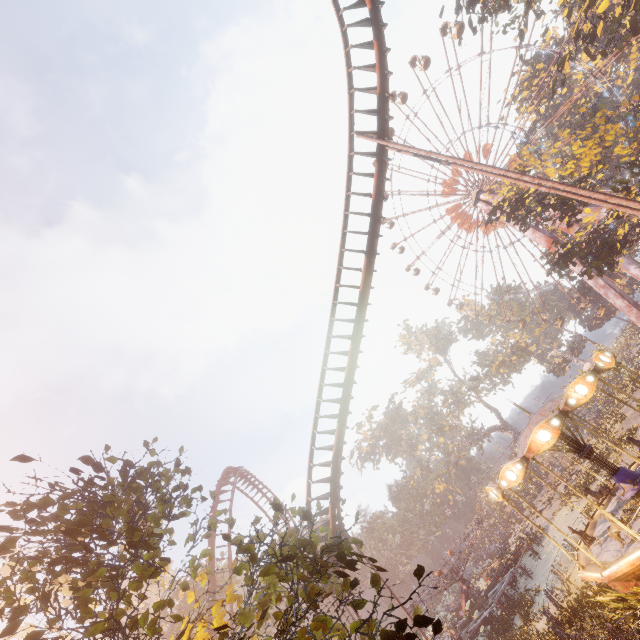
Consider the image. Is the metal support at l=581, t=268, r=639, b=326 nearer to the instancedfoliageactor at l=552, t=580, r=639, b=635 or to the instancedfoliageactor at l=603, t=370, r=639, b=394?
the instancedfoliageactor at l=603, t=370, r=639, b=394

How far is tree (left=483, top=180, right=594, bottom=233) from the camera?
23.7m

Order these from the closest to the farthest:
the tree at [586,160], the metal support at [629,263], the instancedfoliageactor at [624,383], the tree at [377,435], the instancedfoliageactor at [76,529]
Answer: the instancedfoliageactor at [76,529] < the tree at [586,160] < the instancedfoliageactor at [624,383] < the metal support at [629,263] < the tree at [377,435]

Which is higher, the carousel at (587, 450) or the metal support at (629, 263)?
the metal support at (629, 263)

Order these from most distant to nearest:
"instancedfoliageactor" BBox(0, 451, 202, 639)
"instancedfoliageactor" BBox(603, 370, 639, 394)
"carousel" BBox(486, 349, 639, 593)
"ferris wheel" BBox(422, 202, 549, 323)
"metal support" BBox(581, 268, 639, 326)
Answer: "ferris wheel" BBox(422, 202, 549, 323)
"metal support" BBox(581, 268, 639, 326)
"instancedfoliageactor" BBox(603, 370, 639, 394)
"carousel" BBox(486, 349, 639, 593)
"instancedfoliageactor" BBox(0, 451, 202, 639)

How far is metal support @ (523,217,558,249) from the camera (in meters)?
40.19

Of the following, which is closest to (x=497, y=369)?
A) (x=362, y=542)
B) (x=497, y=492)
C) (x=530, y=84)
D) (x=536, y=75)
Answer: (x=497, y=492)

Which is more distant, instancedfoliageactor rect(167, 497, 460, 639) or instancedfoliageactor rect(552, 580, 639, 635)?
instancedfoliageactor rect(552, 580, 639, 635)
